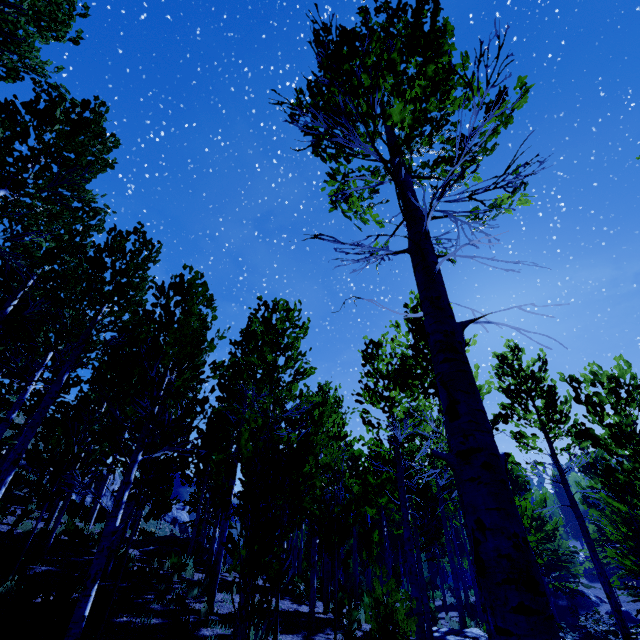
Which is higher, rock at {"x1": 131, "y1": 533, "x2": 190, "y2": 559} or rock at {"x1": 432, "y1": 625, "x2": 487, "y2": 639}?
rock at {"x1": 131, "y1": 533, "x2": 190, "y2": 559}

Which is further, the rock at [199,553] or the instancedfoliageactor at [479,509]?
the rock at [199,553]

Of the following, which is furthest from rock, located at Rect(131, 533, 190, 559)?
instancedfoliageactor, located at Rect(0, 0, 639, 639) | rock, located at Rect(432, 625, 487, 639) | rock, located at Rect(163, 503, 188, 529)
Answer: rock, located at Rect(163, 503, 188, 529)

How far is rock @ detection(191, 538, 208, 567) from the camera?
14.88m

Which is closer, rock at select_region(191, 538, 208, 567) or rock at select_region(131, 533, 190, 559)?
rock at select_region(131, 533, 190, 559)

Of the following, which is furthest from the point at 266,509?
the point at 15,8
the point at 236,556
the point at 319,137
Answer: the point at 236,556

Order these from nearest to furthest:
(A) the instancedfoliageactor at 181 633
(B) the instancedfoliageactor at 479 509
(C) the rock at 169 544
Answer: (B) the instancedfoliageactor at 479 509
(A) the instancedfoliageactor at 181 633
(C) the rock at 169 544
